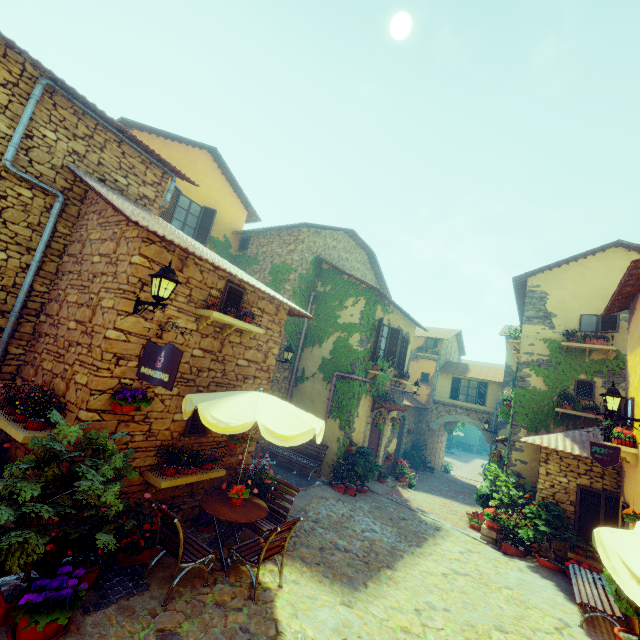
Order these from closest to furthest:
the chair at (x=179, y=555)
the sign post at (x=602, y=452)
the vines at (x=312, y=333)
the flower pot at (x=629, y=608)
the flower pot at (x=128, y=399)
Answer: the chair at (x=179, y=555) < the flower pot at (x=128, y=399) < the flower pot at (x=629, y=608) < the sign post at (x=602, y=452) < the vines at (x=312, y=333)

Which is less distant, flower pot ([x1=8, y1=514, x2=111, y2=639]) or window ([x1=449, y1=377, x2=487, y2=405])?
flower pot ([x1=8, y1=514, x2=111, y2=639])

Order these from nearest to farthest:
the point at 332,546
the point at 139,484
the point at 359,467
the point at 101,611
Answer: the point at 101,611
the point at 139,484
the point at 332,546
the point at 359,467

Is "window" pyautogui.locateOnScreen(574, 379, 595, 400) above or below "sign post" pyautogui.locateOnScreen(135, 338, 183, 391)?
above

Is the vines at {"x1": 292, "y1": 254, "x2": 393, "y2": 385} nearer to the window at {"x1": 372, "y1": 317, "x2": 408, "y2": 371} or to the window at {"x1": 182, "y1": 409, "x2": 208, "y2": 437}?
the window at {"x1": 372, "y1": 317, "x2": 408, "y2": 371}

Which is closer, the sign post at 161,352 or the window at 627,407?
the sign post at 161,352

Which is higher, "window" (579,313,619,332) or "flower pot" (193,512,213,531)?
"window" (579,313,619,332)

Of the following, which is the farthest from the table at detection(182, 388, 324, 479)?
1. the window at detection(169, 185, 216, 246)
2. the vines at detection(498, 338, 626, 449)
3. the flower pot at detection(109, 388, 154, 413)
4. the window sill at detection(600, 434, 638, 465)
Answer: the vines at detection(498, 338, 626, 449)
